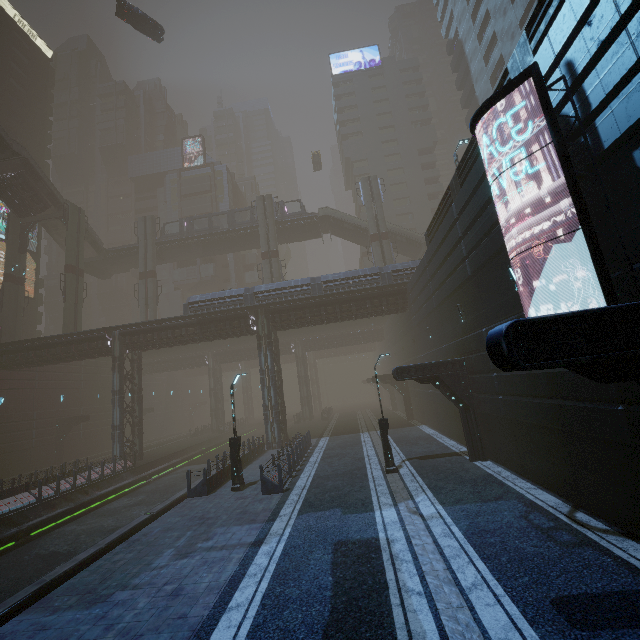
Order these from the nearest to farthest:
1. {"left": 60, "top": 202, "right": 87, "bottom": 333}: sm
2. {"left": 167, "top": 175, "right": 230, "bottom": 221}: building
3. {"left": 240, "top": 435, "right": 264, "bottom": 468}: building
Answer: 1. {"left": 240, "top": 435, "right": 264, "bottom": 468}: building
2. {"left": 60, "top": 202, "right": 87, "bottom": 333}: sm
3. {"left": 167, "top": 175, "right": 230, "bottom": 221}: building

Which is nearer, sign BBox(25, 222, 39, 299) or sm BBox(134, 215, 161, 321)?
sm BBox(134, 215, 161, 321)

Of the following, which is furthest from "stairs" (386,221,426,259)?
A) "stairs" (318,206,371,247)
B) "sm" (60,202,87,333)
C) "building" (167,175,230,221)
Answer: "sm" (60,202,87,333)

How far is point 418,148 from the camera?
58.0m

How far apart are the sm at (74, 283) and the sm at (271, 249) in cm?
2083

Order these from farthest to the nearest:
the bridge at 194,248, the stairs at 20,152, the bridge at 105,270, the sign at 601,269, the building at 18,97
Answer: the building at 18,97, the bridge at 105,270, the bridge at 194,248, the stairs at 20,152, the sign at 601,269

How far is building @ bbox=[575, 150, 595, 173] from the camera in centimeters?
Result: 700cm
